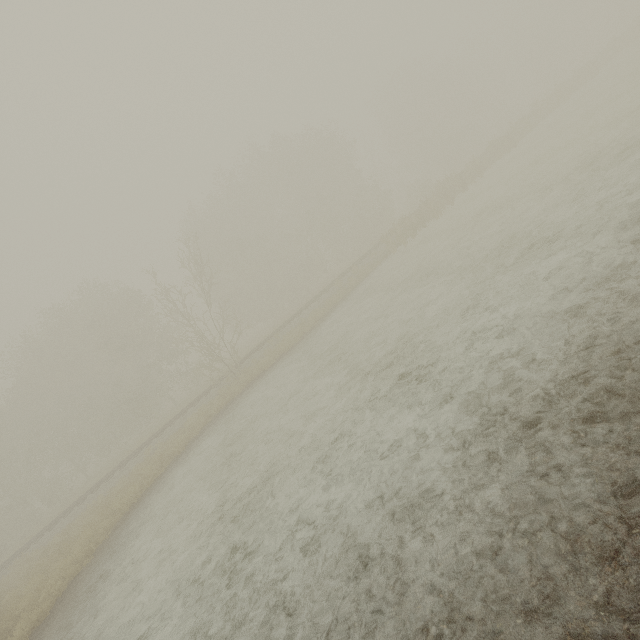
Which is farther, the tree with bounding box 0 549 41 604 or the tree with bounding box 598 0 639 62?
the tree with bounding box 598 0 639 62

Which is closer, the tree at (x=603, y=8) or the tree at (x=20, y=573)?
the tree at (x=20, y=573)

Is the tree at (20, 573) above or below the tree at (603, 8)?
below

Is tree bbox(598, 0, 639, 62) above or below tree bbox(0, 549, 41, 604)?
above

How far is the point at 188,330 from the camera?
20.4m
